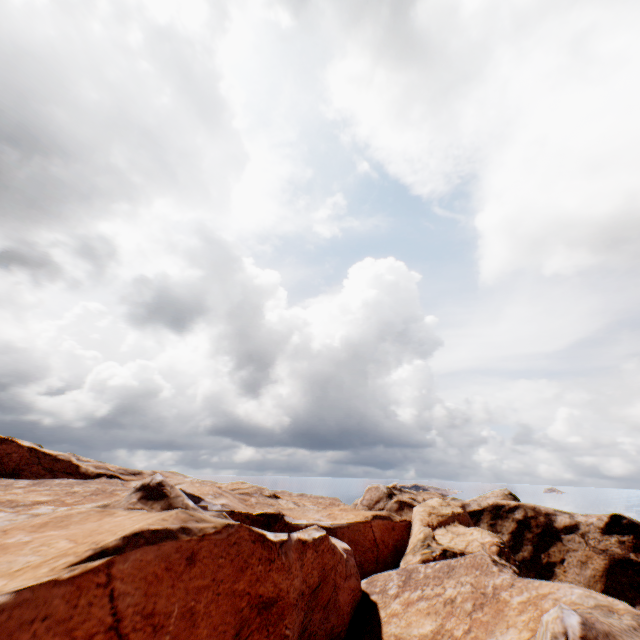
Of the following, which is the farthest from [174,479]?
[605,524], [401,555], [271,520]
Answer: [605,524]
